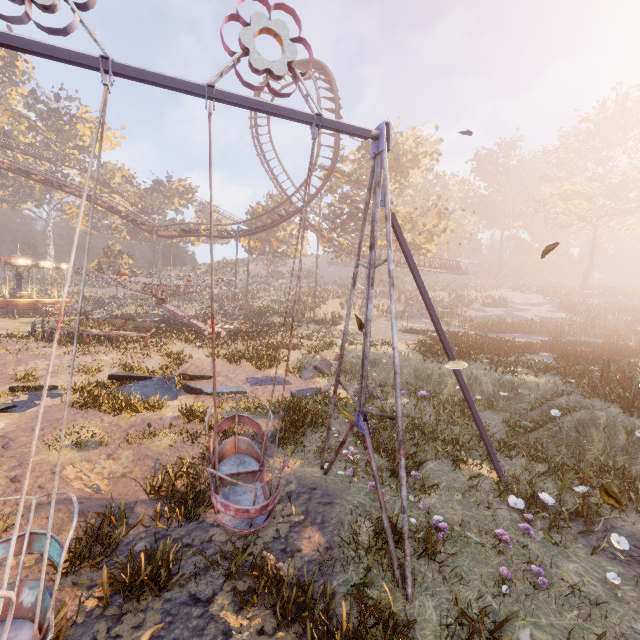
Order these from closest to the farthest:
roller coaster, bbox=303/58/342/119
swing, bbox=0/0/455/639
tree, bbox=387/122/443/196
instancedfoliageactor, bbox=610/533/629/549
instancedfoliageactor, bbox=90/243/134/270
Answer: swing, bbox=0/0/455/639 < instancedfoliageactor, bbox=610/533/629/549 < roller coaster, bbox=303/58/342/119 < tree, bbox=387/122/443/196 < instancedfoliageactor, bbox=90/243/134/270

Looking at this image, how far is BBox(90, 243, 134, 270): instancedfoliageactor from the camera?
45.62m

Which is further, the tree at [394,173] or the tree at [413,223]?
the tree at [394,173]

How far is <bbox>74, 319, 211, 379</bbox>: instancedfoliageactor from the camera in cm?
1285

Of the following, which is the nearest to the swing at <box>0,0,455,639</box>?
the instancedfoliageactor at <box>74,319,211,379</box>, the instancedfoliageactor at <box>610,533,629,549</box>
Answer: the instancedfoliageactor at <box>610,533,629,549</box>

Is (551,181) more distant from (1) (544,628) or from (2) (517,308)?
(1) (544,628)

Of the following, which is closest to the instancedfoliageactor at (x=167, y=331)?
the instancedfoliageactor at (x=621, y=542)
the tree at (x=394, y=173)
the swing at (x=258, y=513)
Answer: the swing at (x=258, y=513)

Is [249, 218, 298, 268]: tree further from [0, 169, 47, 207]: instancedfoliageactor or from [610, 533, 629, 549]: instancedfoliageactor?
[610, 533, 629, 549]: instancedfoliageactor
